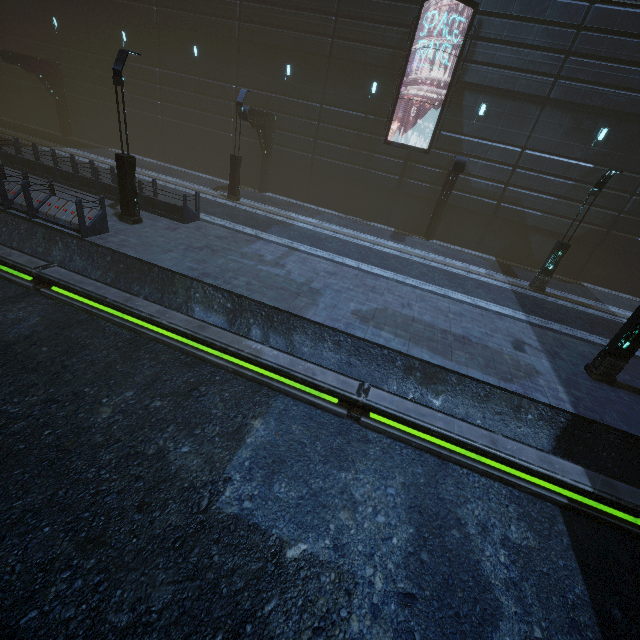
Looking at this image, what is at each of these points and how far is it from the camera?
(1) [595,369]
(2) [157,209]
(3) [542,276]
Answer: (1) street light, 9.6 meters
(2) building, 14.2 meters
(3) street light, 15.7 meters

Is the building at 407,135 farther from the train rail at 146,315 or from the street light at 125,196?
the street light at 125,196

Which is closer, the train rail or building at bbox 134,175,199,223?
the train rail

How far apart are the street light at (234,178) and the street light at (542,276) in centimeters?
1677cm

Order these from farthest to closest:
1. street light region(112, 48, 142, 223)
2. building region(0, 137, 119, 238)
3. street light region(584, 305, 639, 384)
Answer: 1. building region(0, 137, 119, 238)
2. street light region(112, 48, 142, 223)
3. street light region(584, 305, 639, 384)

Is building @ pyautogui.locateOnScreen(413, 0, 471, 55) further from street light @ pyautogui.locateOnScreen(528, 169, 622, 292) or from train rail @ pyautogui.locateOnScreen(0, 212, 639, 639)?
street light @ pyautogui.locateOnScreen(528, 169, 622, 292)

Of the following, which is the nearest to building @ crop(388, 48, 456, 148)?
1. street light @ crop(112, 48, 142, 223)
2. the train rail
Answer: the train rail
